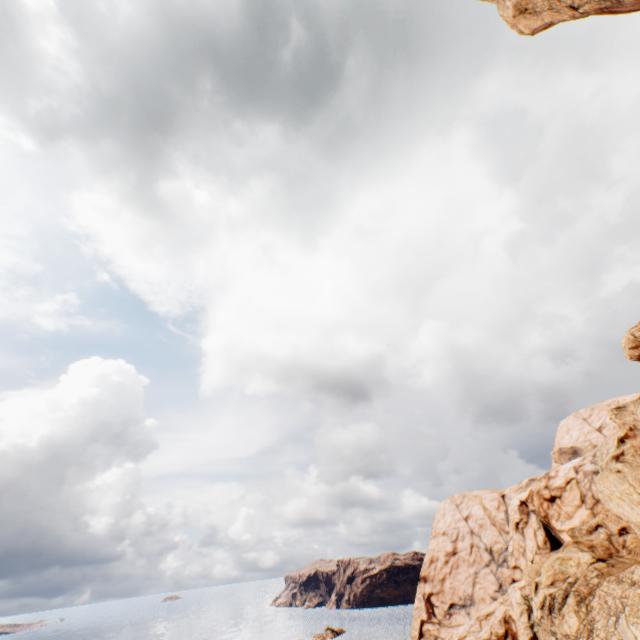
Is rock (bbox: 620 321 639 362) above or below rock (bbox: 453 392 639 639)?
above

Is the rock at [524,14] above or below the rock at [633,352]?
above

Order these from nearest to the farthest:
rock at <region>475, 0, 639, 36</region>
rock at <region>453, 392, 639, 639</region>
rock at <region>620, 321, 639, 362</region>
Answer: rock at <region>475, 0, 639, 36</region>, rock at <region>620, 321, 639, 362</region>, rock at <region>453, 392, 639, 639</region>

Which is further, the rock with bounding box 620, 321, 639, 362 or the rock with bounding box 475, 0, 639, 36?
the rock with bounding box 620, 321, 639, 362

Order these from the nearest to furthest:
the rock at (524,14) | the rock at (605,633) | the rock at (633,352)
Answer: the rock at (524,14) → the rock at (633,352) → the rock at (605,633)

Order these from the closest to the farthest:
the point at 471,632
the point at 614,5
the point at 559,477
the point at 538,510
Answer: the point at 614,5 → the point at 471,632 → the point at 559,477 → the point at 538,510
